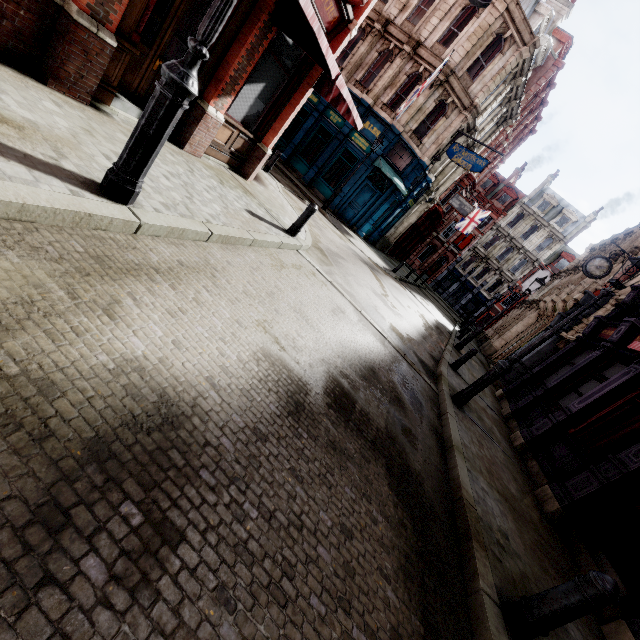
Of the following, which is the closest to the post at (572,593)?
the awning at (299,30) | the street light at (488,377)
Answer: the street light at (488,377)

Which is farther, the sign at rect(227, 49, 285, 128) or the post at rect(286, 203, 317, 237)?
the post at rect(286, 203, 317, 237)

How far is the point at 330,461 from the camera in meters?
3.0

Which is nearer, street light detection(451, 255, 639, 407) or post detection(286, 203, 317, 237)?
street light detection(451, 255, 639, 407)

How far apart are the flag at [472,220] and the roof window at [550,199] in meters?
18.2

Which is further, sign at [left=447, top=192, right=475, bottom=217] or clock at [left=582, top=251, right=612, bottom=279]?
sign at [left=447, top=192, right=475, bottom=217]

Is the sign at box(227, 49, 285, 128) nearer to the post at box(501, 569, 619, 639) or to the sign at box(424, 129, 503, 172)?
the post at box(501, 569, 619, 639)

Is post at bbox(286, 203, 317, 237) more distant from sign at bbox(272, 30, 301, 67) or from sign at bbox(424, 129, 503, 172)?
sign at bbox(424, 129, 503, 172)
